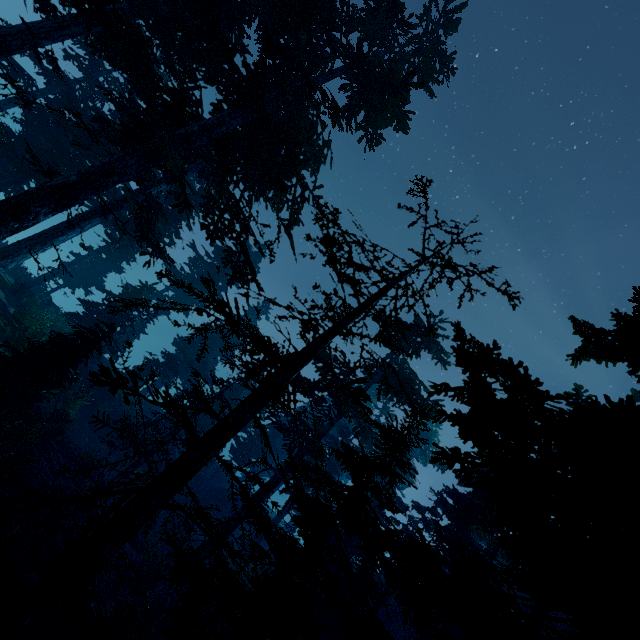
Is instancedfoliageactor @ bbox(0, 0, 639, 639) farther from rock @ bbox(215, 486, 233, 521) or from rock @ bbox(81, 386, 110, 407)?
rock @ bbox(81, 386, 110, 407)

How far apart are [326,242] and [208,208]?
12.31m

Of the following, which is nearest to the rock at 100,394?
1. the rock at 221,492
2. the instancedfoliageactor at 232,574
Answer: the instancedfoliageactor at 232,574

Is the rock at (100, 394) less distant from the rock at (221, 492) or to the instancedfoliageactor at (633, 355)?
the instancedfoliageactor at (633, 355)

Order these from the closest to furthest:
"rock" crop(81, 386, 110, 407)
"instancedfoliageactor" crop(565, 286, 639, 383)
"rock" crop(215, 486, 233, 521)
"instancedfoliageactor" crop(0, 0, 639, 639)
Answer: "instancedfoliageactor" crop(0, 0, 639, 639)
"instancedfoliageactor" crop(565, 286, 639, 383)
"rock" crop(81, 386, 110, 407)
"rock" crop(215, 486, 233, 521)
